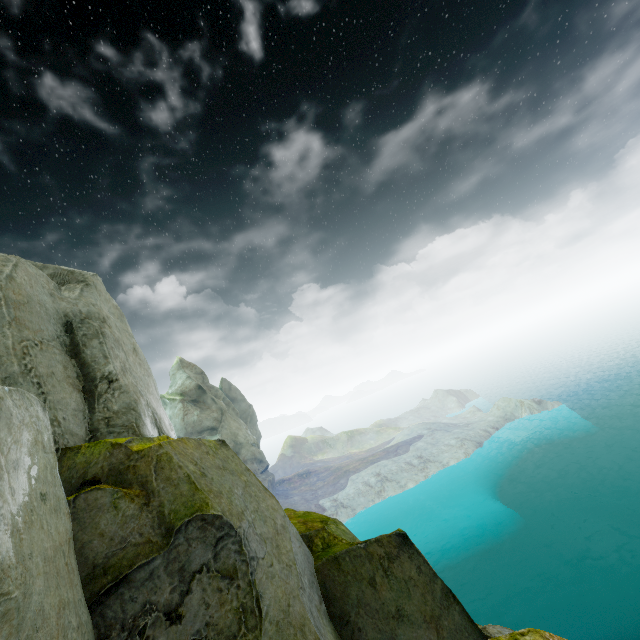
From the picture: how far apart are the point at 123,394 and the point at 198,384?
49.8m
